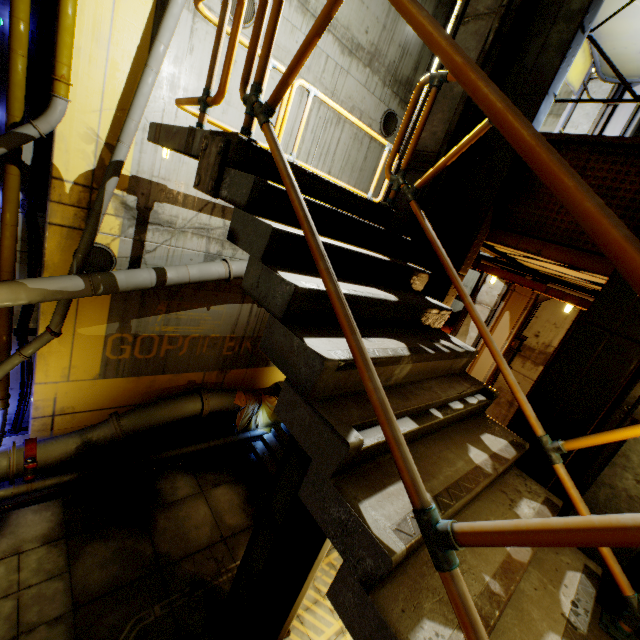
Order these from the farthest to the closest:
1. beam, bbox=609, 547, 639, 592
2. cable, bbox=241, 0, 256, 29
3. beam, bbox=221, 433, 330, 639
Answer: cable, bbox=241, 0, 256, 29, beam, bbox=221, 433, 330, 639, beam, bbox=609, 547, 639, 592

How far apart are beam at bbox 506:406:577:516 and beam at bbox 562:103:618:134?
1.2 meters

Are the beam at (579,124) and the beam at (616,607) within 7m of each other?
yes

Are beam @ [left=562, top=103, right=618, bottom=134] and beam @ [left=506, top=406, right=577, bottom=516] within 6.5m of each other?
yes

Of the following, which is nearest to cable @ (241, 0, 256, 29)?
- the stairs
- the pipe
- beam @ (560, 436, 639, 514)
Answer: the pipe

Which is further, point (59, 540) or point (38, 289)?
point (59, 540)

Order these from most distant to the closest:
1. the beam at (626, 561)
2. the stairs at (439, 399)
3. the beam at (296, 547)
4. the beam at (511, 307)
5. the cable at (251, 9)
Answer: the cable at (251, 9) < the beam at (511, 307) < the beam at (296, 547) < the beam at (626, 561) < the stairs at (439, 399)

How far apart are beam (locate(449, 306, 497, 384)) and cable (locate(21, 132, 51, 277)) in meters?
8.9 m
